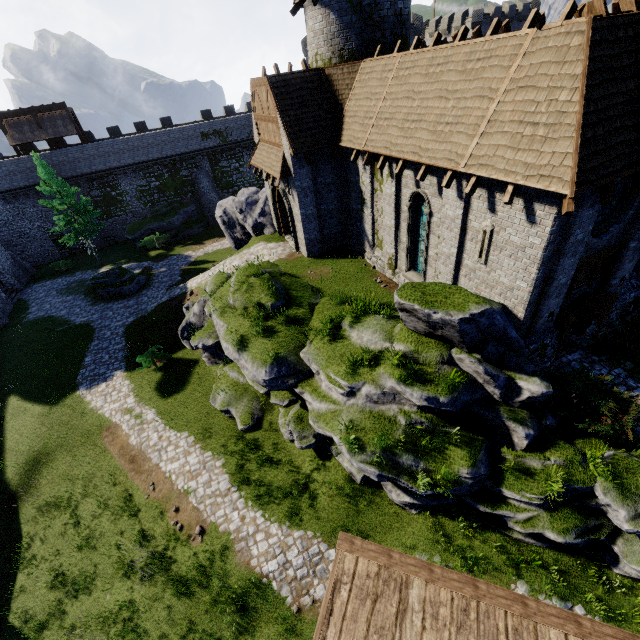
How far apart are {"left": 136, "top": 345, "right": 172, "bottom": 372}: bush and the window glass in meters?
20.7

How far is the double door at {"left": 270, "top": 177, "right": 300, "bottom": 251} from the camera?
19.0m

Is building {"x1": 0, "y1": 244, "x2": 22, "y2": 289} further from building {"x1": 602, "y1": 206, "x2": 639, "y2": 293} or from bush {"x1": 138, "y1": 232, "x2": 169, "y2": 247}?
building {"x1": 602, "y1": 206, "x2": 639, "y2": 293}

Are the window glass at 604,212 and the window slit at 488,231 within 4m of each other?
yes

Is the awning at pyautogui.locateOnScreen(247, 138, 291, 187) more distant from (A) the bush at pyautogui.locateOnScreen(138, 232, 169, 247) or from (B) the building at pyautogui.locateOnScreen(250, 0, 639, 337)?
(A) the bush at pyautogui.locateOnScreen(138, 232, 169, 247)

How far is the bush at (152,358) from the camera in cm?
1906

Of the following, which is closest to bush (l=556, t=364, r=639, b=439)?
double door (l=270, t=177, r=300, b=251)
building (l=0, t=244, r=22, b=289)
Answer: double door (l=270, t=177, r=300, b=251)

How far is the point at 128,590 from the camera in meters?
11.9
